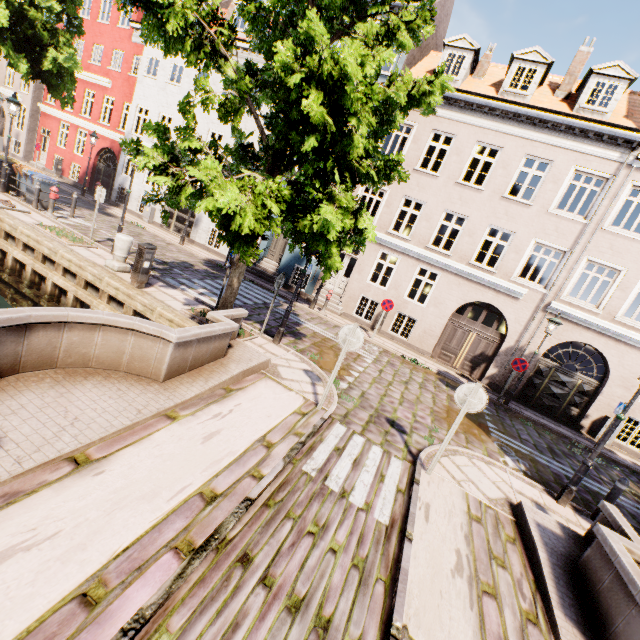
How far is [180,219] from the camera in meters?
20.0 m

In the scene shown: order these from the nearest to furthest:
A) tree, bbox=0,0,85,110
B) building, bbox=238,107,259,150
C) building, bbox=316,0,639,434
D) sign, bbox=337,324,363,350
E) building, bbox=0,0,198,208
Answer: sign, bbox=337,324,363,350 → tree, bbox=0,0,85,110 → building, bbox=316,0,639,434 → building, bbox=238,107,259,150 → building, bbox=0,0,198,208

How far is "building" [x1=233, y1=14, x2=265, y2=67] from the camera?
16.8 meters

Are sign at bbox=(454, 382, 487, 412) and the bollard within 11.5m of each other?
yes

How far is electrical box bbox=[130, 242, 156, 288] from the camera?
8.78m

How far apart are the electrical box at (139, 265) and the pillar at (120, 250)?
1.03m

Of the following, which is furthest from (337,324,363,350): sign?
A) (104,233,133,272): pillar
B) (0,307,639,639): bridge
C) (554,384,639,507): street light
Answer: (104,233,133,272): pillar

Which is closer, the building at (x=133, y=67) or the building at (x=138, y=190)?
the building at (x=133, y=67)
